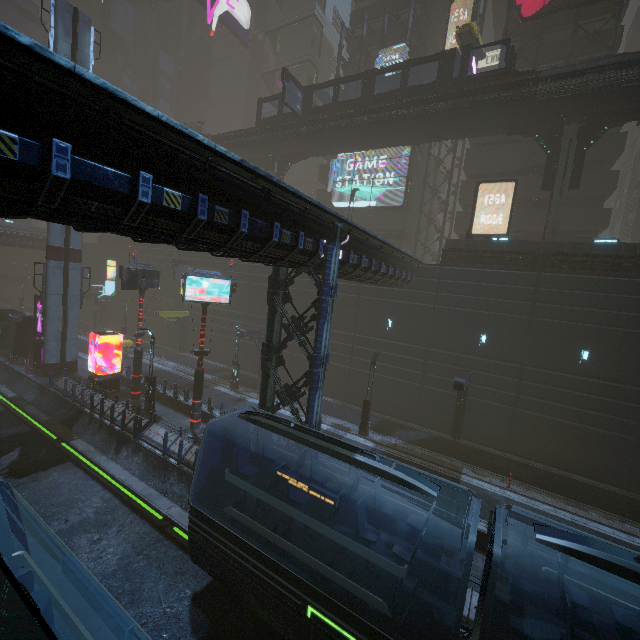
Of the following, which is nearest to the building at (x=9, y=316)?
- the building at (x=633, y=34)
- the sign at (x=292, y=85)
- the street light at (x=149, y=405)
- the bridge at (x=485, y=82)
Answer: the street light at (x=149, y=405)

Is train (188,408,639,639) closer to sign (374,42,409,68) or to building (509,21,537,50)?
building (509,21,537,50)

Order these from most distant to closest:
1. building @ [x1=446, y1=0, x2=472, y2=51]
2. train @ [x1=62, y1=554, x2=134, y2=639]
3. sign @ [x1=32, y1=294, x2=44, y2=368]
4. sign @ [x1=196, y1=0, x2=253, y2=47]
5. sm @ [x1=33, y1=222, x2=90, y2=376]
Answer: sign @ [x1=196, y1=0, x2=253, y2=47] → building @ [x1=446, y1=0, x2=472, y2=51] → sign @ [x1=32, y1=294, x2=44, y2=368] → sm @ [x1=33, y1=222, x2=90, y2=376] → train @ [x1=62, y1=554, x2=134, y2=639]

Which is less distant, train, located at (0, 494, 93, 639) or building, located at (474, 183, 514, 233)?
train, located at (0, 494, 93, 639)

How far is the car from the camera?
32.2m

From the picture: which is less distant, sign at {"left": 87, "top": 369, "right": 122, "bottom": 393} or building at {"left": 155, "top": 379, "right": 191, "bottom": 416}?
building at {"left": 155, "top": 379, "right": 191, "bottom": 416}

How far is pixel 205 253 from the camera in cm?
3544

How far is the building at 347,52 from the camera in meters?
38.3 m
